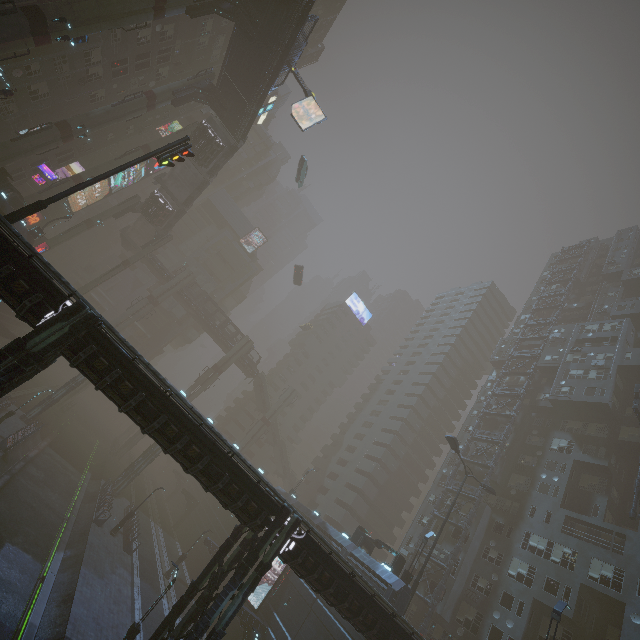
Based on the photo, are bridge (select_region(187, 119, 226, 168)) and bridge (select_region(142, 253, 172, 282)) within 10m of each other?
no

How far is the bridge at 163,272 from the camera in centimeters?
5803cm

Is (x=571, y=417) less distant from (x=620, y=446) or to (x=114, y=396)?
(x=620, y=446)

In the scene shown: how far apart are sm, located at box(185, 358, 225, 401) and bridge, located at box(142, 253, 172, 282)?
15.72m

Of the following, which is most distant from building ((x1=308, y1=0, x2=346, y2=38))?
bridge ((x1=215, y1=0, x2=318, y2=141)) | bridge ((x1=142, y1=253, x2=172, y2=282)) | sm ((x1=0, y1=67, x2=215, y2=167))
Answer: bridge ((x1=215, y1=0, x2=318, y2=141))

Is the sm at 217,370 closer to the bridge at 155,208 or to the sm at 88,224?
the bridge at 155,208

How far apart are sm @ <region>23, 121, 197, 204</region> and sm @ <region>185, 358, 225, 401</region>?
32.4 meters

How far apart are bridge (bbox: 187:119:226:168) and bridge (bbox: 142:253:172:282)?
21.9m
